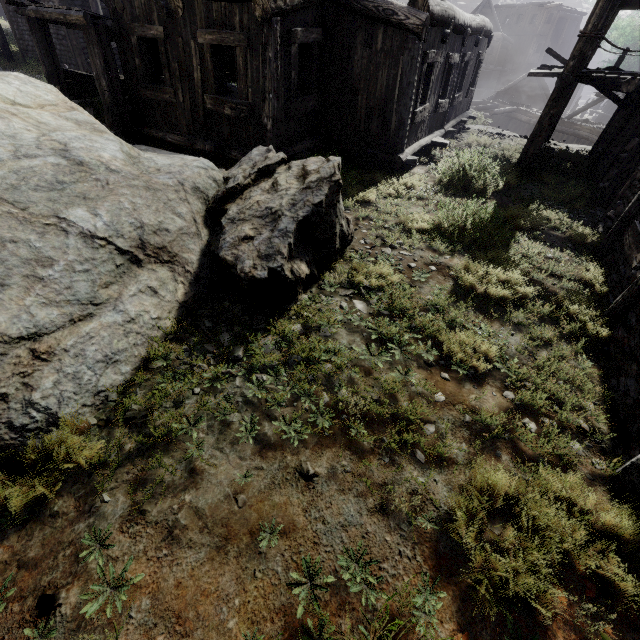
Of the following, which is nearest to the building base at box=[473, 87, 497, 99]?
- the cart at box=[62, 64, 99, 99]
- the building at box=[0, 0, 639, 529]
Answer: the building at box=[0, 0, 639, 529]

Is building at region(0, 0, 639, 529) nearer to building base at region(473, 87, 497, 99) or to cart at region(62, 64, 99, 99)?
cart at region(62, 64, 99, 99)

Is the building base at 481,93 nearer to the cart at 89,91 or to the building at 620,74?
the building at 620,74

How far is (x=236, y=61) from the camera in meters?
11.4

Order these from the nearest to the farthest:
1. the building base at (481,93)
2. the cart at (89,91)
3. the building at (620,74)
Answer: the building at (620,74), the cart at (89,91), the building base at (481,93)
